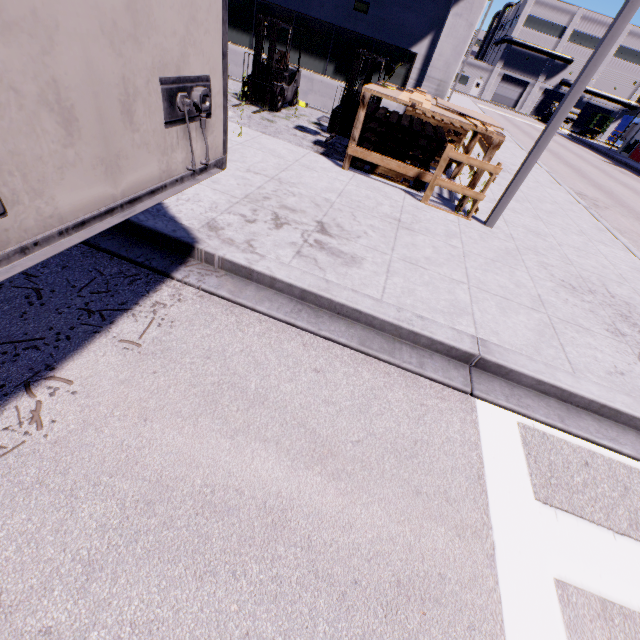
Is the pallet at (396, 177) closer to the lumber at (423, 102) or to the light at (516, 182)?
the lumber at (423, 102)

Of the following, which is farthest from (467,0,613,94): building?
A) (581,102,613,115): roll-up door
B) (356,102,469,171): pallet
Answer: (356,102,469,171): pallet

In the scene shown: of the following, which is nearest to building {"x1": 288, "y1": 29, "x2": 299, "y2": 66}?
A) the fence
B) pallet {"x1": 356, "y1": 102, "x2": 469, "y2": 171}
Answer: the fence

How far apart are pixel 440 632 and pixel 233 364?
2.4 meters

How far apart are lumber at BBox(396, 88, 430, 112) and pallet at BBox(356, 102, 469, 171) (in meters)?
0.46

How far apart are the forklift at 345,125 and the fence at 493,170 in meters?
2.4

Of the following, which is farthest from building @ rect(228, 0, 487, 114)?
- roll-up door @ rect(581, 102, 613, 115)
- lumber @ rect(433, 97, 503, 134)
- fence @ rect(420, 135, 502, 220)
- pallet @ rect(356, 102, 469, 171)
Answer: lumber @ rect(433, 97, 503, 134)

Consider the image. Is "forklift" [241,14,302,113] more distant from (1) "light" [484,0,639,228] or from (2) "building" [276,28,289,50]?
(1) "light" [484,0,639,228]
